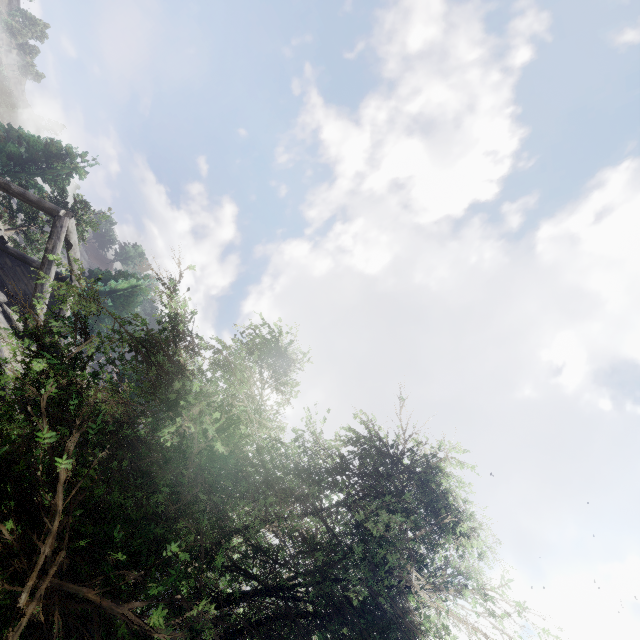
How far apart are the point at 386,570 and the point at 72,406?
2.4m
